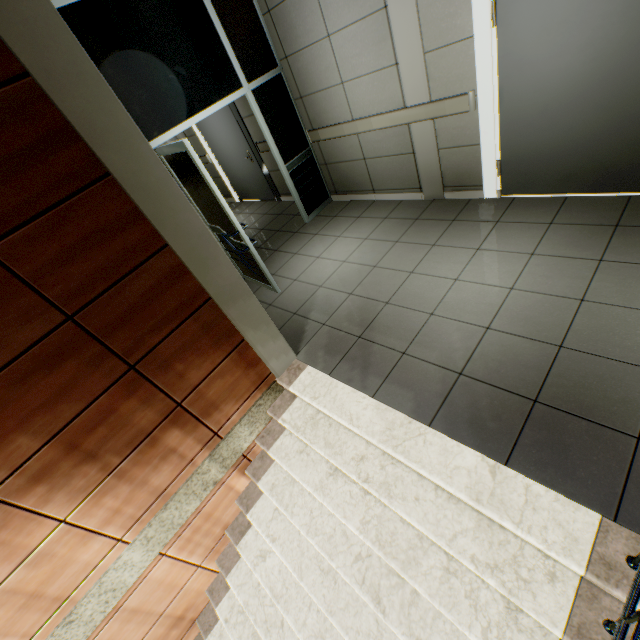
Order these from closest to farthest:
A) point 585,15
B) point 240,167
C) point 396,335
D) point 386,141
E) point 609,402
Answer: point 609,402 → point 585,15 → point 396,335 → point 386,141 → point 240,167

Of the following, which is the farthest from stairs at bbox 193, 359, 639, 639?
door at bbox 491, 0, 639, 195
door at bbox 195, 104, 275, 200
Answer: door at bbox 195, 104, 275, 200

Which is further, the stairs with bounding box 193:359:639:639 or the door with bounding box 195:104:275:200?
the door with bounding box 195:104:275:200

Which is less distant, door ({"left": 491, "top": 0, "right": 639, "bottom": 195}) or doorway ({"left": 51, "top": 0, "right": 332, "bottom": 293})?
door ({"left": 491, "top": 0, "right": 639, "bottom": 195})

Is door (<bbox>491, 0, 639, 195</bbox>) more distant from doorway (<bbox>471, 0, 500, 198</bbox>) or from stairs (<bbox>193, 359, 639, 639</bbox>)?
stairs (<bbox>193, 359, 639, 639</bbox>)

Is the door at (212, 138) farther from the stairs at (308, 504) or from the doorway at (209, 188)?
the stairs at (308, 504)

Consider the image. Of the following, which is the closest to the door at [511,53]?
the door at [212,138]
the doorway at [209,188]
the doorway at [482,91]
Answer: the doorway at [482,91]

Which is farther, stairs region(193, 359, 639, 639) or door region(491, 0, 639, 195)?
door region(491, 0, 639, 195)
